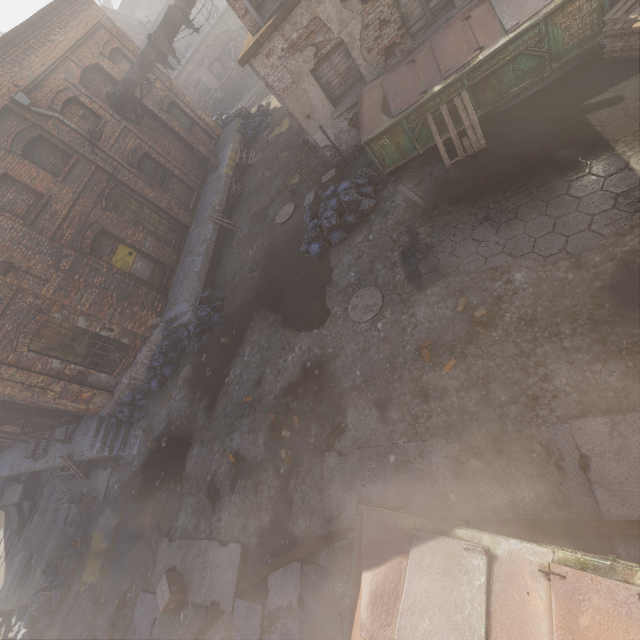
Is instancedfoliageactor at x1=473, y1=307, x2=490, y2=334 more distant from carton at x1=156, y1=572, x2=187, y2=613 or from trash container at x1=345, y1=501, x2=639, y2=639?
carton at x1=156, y1=572, x2=187, y2=613

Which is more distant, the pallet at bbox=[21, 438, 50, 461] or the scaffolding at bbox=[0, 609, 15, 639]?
the pallet at bbox=[21, 438, 50, 461]

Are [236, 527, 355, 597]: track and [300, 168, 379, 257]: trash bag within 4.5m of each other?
no

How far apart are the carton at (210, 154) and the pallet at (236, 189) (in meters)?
1.11

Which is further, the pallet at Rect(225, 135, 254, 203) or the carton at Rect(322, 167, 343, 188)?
the pallet at Rect(225, 135, 254, 203)

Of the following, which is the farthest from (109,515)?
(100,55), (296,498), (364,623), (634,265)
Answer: (100,55)

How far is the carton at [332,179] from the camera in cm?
941

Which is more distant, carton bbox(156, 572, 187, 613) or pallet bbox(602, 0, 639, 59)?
carton bbox(156, 572, 187, 613)
